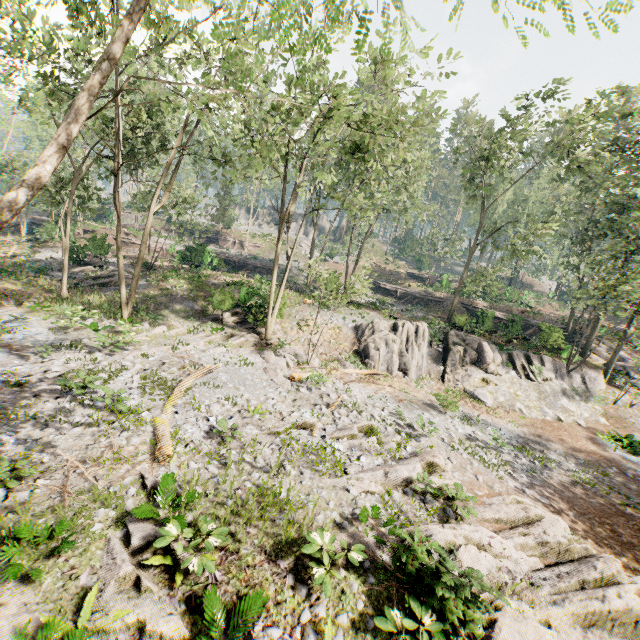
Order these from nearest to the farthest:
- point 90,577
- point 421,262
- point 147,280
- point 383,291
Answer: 1. point 90,577
2. point 147,280
3. point 383,291
4. point 421,262

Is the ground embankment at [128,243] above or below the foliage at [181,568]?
above

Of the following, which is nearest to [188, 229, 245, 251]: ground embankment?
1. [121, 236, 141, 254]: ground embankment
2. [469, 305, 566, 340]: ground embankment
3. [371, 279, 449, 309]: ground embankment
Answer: [121, 236, 141, 254]: ground embankment

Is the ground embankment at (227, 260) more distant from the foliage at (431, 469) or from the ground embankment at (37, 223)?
the ground embankment at (37, 223)

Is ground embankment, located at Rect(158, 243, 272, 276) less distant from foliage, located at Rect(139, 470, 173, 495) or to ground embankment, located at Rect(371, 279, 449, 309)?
foliage, located at Rect(139, 470, 173, 495)

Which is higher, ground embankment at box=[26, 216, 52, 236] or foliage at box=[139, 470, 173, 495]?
ground embankment at box=[26, 216, 52, 236]

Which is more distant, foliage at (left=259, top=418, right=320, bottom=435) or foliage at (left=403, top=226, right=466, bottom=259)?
foliage at (left=403, top=226, right=466, bottom=259)
